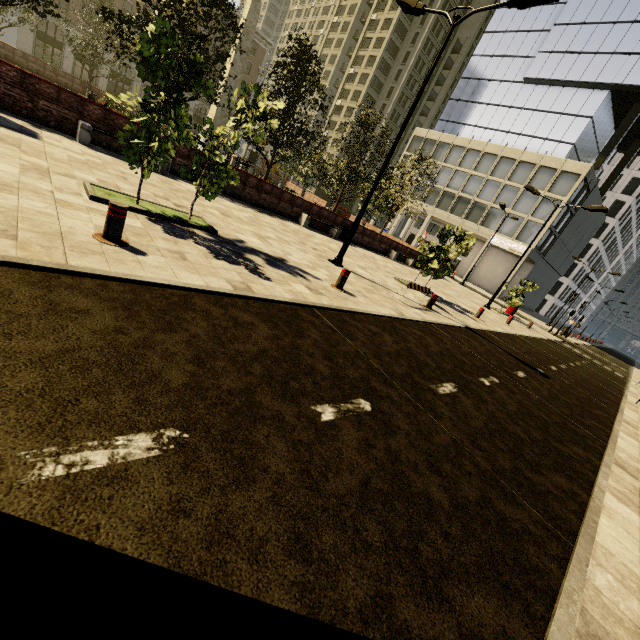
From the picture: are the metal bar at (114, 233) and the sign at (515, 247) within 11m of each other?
no

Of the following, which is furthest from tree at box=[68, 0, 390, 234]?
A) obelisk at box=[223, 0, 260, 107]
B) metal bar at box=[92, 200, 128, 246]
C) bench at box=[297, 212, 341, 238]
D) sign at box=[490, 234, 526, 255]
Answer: sign at box=[490, 234, 526, 255]

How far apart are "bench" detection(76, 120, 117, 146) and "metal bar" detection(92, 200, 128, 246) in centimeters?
787cm

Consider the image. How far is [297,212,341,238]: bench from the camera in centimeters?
1653cm

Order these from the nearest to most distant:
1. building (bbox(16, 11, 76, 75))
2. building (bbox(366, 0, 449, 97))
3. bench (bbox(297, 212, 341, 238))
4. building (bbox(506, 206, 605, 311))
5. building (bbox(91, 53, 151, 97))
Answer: bench (bbox(297, 212, 341, 238)) < building (bbox(506, 206, 605, 311)) < building (bbox(16, 11, 76, 75)) < building (bbox(91, 53, 151, 97)) < building (bbox(366, 0, 449, 97))

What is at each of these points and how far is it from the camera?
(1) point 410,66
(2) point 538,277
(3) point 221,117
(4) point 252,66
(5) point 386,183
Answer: (1) building, 58.2m
(2) building, 46.0m
(3) obelisk, 25.4m
(4) building, 55.1m
(5) tree, 25.9m

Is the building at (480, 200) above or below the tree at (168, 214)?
above

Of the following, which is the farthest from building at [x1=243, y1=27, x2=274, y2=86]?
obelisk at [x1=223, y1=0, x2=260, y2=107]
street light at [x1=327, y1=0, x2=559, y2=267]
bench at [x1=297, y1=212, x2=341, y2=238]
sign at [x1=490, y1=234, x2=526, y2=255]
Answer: obelisk at [x1=223, y1=0, x2=260, y2=107]
